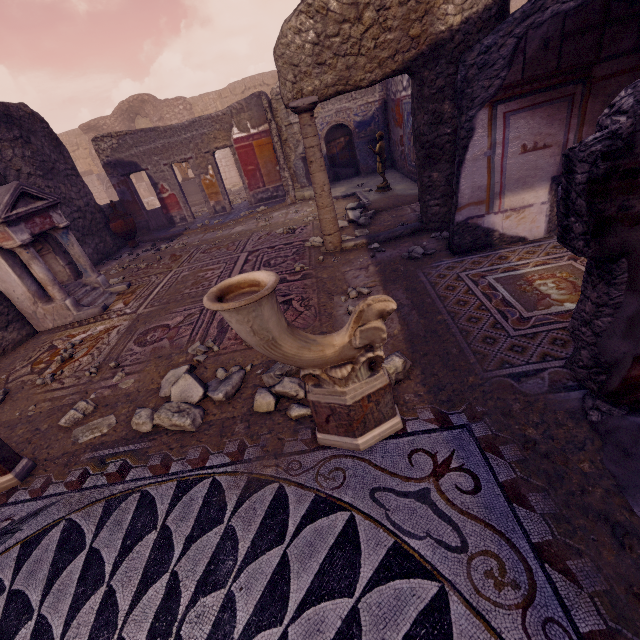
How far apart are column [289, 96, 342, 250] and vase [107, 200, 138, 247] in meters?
6.8 m

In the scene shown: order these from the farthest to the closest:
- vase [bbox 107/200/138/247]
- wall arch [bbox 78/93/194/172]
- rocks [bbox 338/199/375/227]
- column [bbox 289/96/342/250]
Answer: wall arch [bbox 78/93/194/172]
vase [bbox 107/200/138/247]
rocks [bbox 338/199/375/227]
column [bbox 289/96/342/250]

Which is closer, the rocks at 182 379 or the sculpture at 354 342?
the sculpture at 354 342

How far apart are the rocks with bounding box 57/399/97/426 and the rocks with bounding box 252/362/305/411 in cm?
138

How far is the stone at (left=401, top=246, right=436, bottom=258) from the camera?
4.41m

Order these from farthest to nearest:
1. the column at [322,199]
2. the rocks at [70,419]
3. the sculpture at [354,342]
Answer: the column at [322,199] < the rocks at [70,419] < the sculpture at [354,342]

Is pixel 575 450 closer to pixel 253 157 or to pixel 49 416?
pixel 49 416

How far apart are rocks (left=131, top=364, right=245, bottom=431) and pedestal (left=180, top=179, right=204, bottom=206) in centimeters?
1366cm
